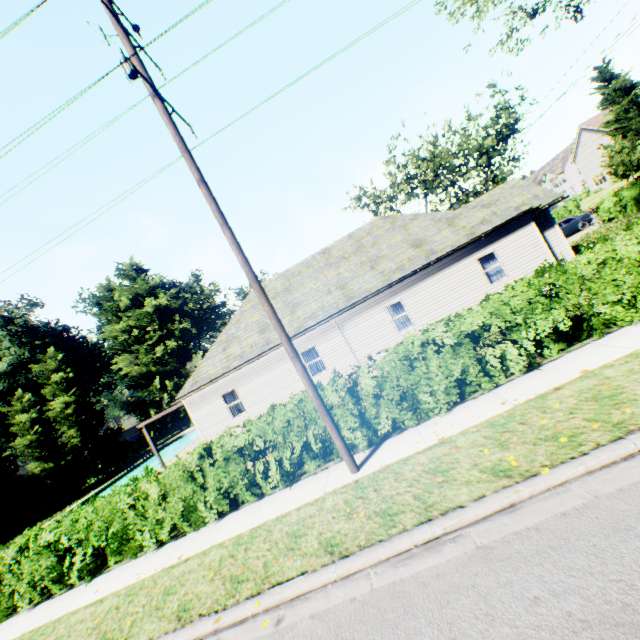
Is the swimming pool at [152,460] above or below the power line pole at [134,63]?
below

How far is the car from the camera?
26.7m

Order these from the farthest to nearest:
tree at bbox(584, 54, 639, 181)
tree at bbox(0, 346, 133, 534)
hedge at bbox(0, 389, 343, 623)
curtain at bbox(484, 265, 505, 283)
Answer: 1. tree at bbox(584, 54, 639, 181)
2. tree at bbox(0, 346, 133, 534)
3. curtain at bbox(484, 265, 505, 283)
4. hedge at bbox(0, 389, 343, 623)

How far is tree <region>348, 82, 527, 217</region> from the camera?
31.4m

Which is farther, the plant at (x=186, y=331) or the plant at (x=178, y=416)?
the plant at (x=178, y=416)

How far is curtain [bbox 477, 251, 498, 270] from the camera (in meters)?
15.92

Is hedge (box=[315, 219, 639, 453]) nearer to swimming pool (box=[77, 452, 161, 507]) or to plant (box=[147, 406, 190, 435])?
plant (box=[147, 406, 190, 435])

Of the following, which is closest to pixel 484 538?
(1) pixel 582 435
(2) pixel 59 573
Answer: (1) pixel 582 435
